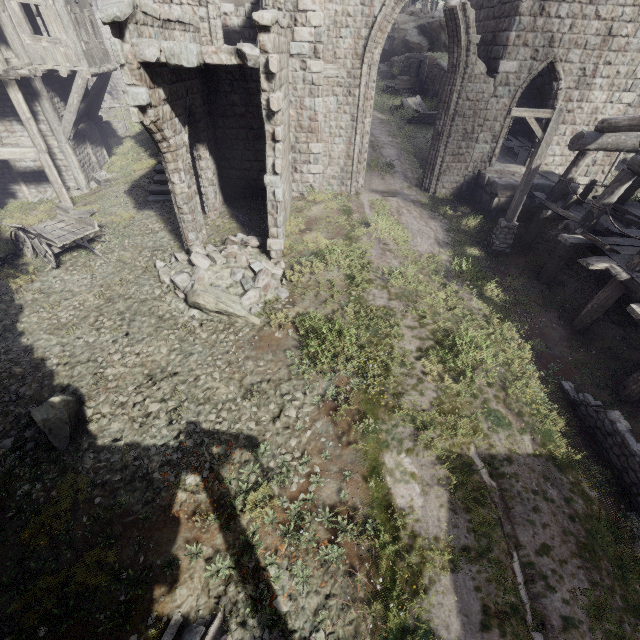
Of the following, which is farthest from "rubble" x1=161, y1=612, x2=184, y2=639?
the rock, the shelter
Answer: the rock

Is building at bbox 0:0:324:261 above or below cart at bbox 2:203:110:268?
above

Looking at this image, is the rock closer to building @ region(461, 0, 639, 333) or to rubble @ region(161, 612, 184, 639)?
building @ region(461, 0, 639, 333)

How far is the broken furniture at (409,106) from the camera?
24.6 meters

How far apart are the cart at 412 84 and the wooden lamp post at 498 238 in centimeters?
2381cm

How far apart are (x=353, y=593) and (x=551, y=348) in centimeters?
823cm

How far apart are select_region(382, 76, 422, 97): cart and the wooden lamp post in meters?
23.8 m

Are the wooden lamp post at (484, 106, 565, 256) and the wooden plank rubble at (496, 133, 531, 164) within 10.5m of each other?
yes
